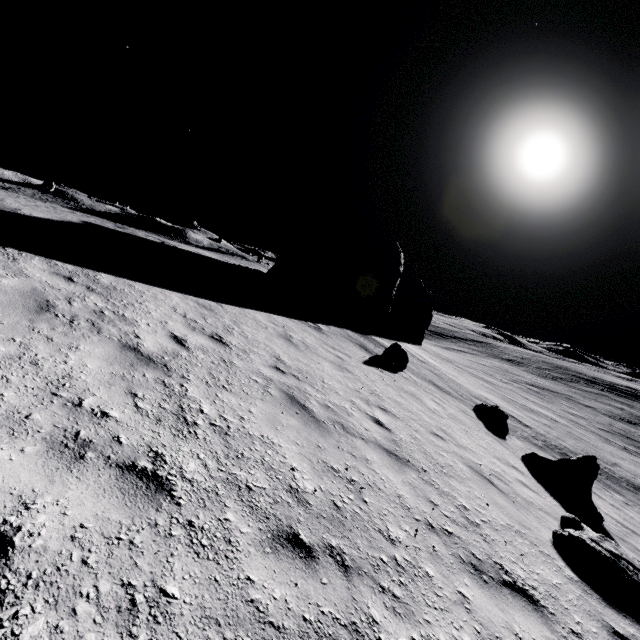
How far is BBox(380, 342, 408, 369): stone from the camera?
13.9 meters

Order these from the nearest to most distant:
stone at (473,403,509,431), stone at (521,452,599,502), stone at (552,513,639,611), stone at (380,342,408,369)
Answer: stone at (552,513,639,611), stone at (521,452,599,502), stone at (473,403,509,431), stone at (380,342,408,369)

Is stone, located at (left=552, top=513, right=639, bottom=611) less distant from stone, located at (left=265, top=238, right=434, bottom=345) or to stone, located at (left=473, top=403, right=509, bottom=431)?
stone, located at (left=473, top=403, right=509, bottom=431)

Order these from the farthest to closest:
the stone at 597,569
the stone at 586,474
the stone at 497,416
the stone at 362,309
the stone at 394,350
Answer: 1. the stone at 362,309
2. the stone at 394,350
3. the stone at 497,416
4. the stone at 586,474
5. the stone at 597,569

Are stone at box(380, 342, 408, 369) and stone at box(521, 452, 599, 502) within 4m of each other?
no

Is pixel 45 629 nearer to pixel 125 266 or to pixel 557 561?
pixel 557 561

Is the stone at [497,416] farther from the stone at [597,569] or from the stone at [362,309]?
the stone at [362,309]

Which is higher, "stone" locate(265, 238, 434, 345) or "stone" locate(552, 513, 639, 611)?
"stone" locate(265, 238, 434, 345)
